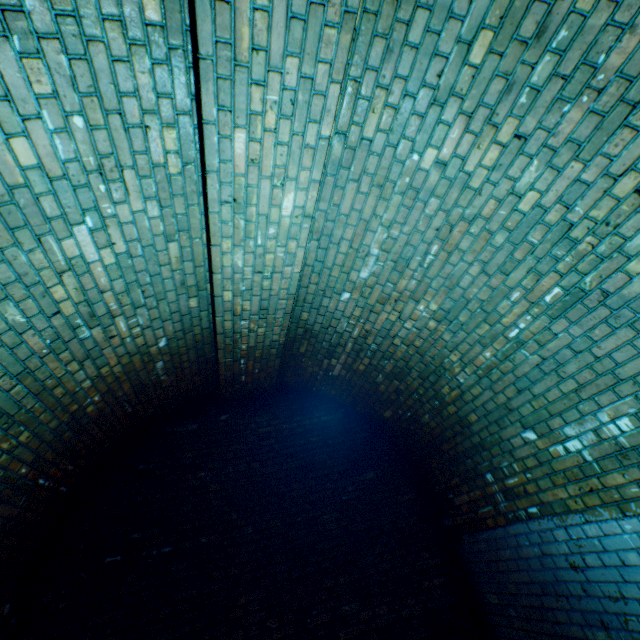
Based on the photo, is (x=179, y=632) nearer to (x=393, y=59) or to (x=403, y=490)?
(x=403, y=490)
